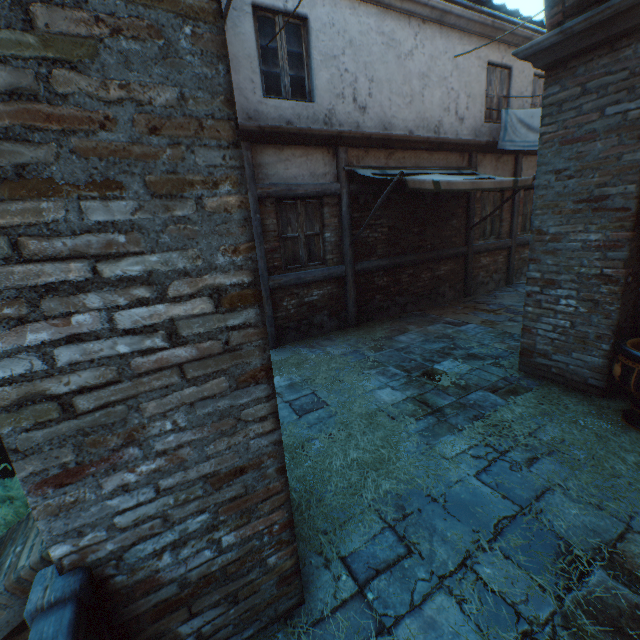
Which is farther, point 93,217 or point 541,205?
point 541,205

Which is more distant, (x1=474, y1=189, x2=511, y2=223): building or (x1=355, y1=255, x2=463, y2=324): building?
(x1=474, y1=189, x2=511, y2=223): building

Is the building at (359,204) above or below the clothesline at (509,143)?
below

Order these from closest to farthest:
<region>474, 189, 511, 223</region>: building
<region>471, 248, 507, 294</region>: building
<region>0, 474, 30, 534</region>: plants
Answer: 1. <region>0, 474, 30, 534</region>: plants
2. <region>474, 189, 511, 223</region>: building
3. <region>471, 248, 507, 294</region>: building

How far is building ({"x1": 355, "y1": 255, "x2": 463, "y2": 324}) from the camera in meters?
7.5 m

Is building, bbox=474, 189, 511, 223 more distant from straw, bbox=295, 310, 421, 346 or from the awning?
straw, bbox=295, 310, 421, 346

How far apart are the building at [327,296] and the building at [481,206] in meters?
4.3

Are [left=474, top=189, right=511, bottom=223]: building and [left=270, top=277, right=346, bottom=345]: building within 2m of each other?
no
